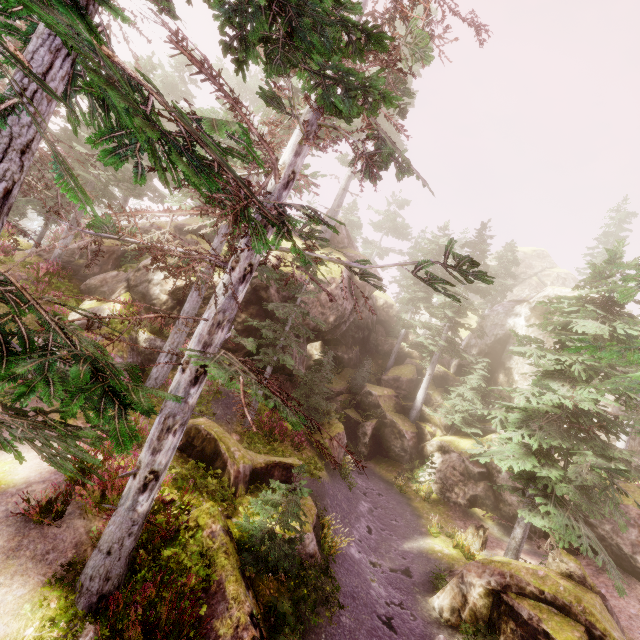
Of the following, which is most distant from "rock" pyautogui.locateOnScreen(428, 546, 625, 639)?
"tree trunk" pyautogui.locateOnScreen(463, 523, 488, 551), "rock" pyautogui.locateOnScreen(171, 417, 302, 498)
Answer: "rock" pyautogui.locateOnScreen(171, 417, 302, 498)

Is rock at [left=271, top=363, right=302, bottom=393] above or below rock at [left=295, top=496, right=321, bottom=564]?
above

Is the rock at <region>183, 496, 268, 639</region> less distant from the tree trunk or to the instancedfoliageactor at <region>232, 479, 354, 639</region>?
the instancedfoliageactor at <region>232, 479, 354, 639</region>

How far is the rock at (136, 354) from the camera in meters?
14.5

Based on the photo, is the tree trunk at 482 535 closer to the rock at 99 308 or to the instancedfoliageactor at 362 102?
the instancedfoliageactor at 362 102

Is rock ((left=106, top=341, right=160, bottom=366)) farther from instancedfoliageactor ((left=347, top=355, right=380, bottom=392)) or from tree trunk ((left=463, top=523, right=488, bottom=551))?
tree trunk ((left=463, top=523, right=488, bottom=551))

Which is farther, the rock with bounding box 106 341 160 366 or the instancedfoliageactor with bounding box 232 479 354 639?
the rock with bounding box 106 341 160 366

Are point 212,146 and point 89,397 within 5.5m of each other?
yes
